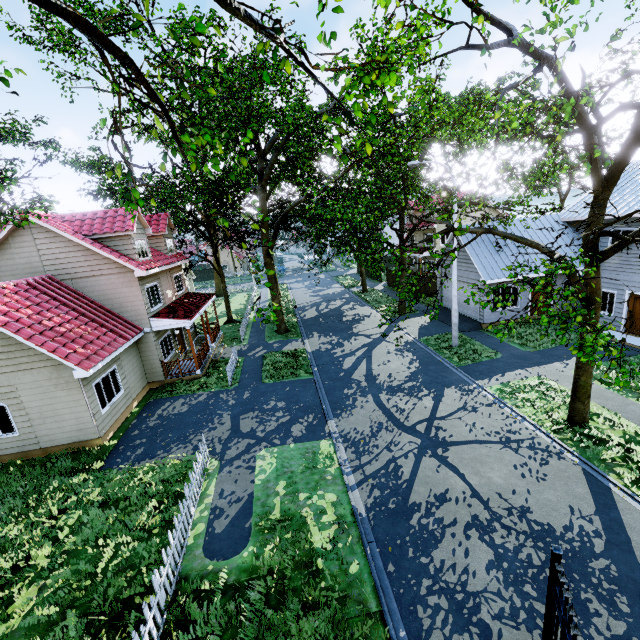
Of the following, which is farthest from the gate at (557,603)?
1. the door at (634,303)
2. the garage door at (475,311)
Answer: the garage door at (475,311)

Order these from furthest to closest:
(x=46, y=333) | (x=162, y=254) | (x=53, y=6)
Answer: (x=162, y=254)
(x=46, y=333)
(x=53, y=6)

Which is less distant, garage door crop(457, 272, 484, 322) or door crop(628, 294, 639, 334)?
door crop(628, 294, 639, 334)

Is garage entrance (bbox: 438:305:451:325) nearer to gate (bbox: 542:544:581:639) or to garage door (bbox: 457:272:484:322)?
garage door (bbox: 457:272:484:322)

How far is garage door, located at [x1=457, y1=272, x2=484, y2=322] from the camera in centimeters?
2084cm

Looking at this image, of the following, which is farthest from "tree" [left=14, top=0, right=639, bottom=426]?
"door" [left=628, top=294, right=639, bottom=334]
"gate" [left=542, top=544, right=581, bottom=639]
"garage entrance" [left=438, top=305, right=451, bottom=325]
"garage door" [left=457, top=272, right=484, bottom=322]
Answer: "door" [left=628, top=294, right=639, bottom=334]

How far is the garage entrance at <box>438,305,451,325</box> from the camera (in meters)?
22.90

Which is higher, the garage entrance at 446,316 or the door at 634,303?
the door at 634,303
